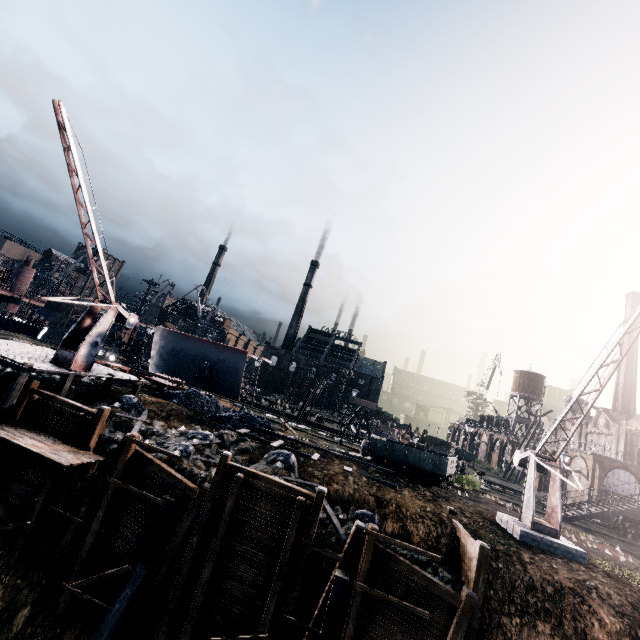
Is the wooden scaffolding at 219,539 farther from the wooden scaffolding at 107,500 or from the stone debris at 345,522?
the wooden scaffolding at 107,500

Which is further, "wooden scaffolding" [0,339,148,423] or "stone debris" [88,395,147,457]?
"stone debris" [88,395,147,457]

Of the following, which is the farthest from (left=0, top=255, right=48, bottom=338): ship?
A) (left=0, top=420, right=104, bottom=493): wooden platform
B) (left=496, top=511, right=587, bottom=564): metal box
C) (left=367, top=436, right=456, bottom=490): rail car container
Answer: (left=496, top=511, right=587, bottom=564): metal box

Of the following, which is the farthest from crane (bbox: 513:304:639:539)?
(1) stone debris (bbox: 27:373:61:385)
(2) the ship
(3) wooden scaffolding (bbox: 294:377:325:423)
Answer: (2) the ship

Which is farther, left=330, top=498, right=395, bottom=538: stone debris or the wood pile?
the wood pile

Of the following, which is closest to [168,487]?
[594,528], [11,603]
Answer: [11,603]

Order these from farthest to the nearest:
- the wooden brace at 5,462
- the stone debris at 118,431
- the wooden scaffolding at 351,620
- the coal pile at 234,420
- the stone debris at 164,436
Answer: the coal pile at 234,420
the stone debris at 118,431
the stone debris at 164,436
the wooden brace at 5,462
the wooden scaffolding at 351,620

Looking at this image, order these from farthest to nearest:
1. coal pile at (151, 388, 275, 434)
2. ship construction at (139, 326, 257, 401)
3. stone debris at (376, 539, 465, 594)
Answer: ship construction at (139, 326, 257, 401) < coal pile at (151, 388, 275, 434) < stone debris at (376, 539, 465, 594)
